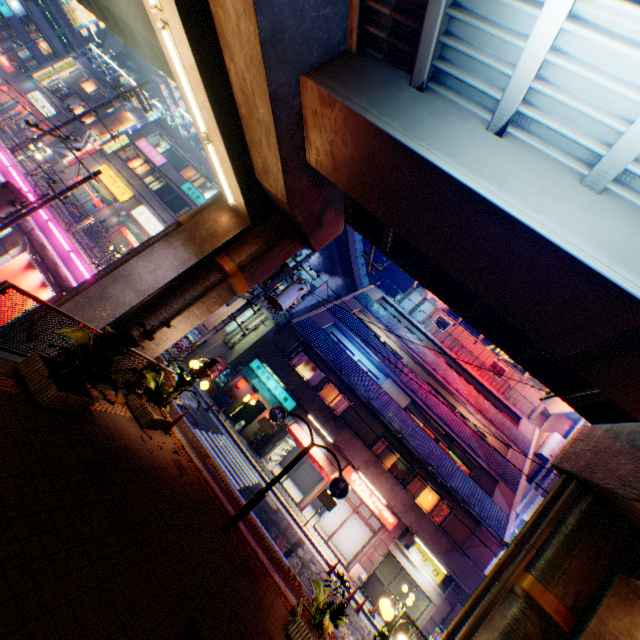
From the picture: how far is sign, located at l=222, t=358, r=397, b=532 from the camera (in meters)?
8.56

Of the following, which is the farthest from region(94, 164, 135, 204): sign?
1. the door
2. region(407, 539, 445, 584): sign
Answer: region(407, 539, 445, 584): sign

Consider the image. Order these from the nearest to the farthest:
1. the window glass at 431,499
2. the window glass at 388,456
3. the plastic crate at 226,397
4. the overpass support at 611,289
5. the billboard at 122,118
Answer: the overpass support at 611,289 → the window glass at 431,499 → the window glass at 388,456 → the plastic crate at 226,397 → the billboard at 122,118

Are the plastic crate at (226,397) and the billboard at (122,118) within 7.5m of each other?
no

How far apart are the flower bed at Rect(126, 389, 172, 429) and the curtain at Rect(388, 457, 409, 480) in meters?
15.0

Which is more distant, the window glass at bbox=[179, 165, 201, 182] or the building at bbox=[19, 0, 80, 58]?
the building at bbox=[19, 0, 80, 58]

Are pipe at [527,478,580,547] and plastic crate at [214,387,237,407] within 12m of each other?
no

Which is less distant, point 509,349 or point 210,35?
point 210,35
